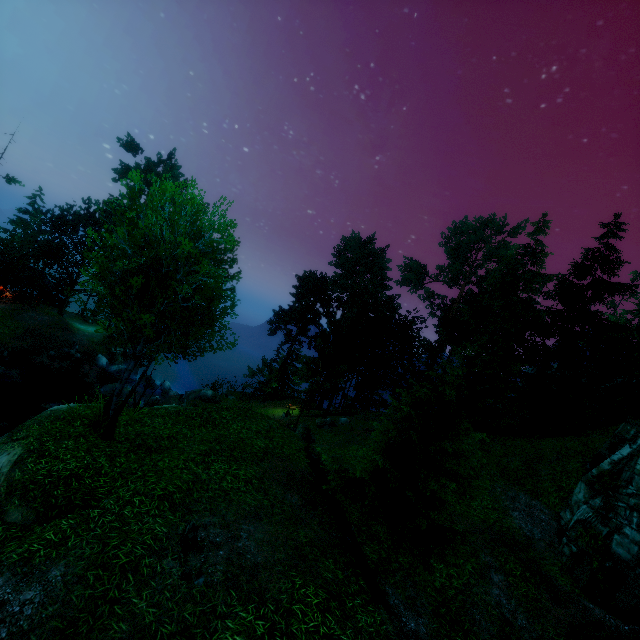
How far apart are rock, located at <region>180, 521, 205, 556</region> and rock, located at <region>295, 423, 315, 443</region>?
15.7 meters

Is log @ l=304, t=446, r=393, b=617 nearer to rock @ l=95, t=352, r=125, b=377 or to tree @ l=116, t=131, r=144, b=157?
tree @ l=116, t=131, r=144, b=157

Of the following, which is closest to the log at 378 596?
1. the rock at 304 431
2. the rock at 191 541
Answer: the rock at 191 541

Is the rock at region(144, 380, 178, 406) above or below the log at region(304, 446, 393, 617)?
below

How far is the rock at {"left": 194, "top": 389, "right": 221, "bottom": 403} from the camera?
29.9 meters

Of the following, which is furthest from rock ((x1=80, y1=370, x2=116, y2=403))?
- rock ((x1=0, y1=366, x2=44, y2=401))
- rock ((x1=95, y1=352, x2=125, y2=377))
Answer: rock ((x1=0, y1=366, x2=44, y2=401))

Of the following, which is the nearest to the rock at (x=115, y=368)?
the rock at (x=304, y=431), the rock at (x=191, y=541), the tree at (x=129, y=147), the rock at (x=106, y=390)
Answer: the rock at (x=106, y=390)

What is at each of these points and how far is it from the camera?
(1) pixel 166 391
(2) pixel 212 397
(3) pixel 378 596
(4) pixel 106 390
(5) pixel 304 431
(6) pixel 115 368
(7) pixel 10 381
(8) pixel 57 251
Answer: (1) rock, 33.4m
(2) rock, 30.4m
(3) log, 7.7m
(4) rock, 27.9m
(5) rock, 23.1m
(6) rock, 34.1m
(7) rock, 23.5m
(8) tree, 35.3m
